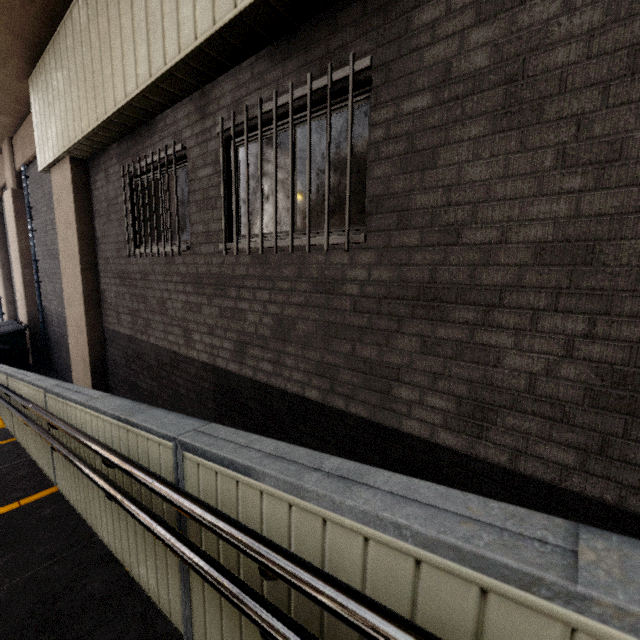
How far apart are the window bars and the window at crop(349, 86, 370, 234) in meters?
0.2 m

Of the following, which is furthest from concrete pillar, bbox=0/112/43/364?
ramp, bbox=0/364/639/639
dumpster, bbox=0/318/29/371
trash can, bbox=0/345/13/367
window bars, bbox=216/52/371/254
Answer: window bars, bbox=216/52/371/254

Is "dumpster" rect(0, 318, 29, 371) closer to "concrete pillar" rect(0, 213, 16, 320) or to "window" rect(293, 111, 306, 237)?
"concrete pillar" rect(0, 213, 16, 320)

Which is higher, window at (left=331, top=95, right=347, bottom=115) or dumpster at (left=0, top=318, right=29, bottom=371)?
window at (left=331, top=95, right=347, bottom=115)

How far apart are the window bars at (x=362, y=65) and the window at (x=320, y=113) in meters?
0.2 m

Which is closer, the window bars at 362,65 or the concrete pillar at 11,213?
the window bars at 362,65

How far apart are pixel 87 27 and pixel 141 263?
Result: 3.22m
